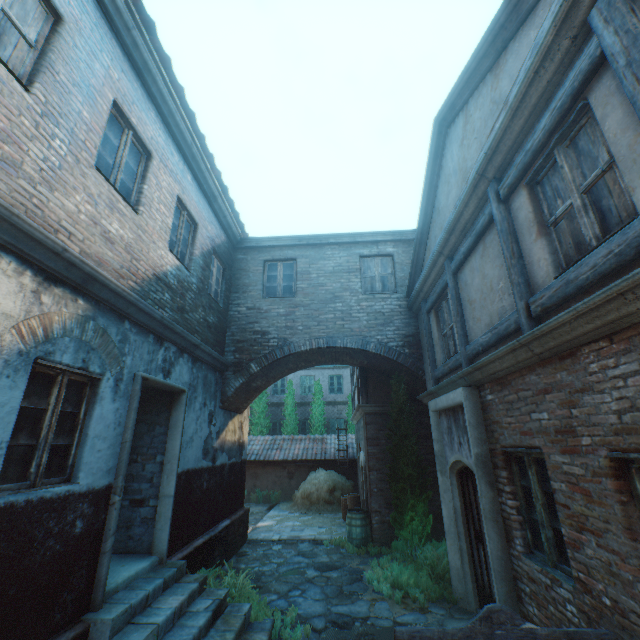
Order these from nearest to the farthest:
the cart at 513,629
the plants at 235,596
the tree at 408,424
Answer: the cart at 513,629, the plants at 235,596, the tree at 408,424

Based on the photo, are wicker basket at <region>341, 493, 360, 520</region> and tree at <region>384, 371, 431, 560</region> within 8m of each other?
yes

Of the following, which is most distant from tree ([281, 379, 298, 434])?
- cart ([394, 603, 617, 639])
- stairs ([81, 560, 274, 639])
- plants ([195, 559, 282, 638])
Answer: cart ([394, 603, 617, 639])

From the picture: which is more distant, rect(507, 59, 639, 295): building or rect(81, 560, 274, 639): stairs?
rect(81, 560, 274, 639): stairs

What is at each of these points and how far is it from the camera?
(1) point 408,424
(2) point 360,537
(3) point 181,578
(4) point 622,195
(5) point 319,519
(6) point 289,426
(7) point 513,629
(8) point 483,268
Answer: (1) tree, 9.1m
(2) barrel, 9.1m
(3) stairs, 5.4m
(4) building, 2.7m
(5) straw, 12.2m
(6) tree, 20.7m
(7) cart, 2.5m
(8) building, 5.0m

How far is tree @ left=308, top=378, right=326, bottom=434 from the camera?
20.5m

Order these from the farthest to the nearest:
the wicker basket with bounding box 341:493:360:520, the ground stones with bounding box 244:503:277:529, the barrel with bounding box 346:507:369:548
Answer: the ground stones with bounding box 244:503:277:529
the wicker basket with bounding box 341:493:360:520
the barrel with bounding box 346:507:369:548

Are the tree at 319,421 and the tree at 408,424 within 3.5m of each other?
no
